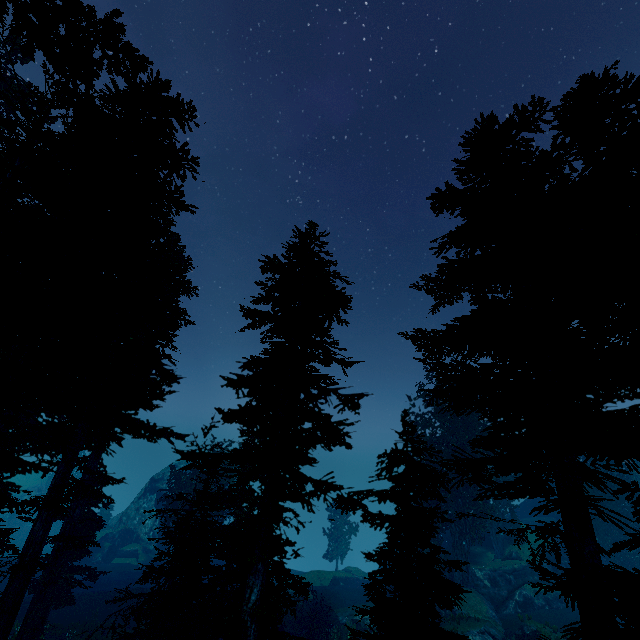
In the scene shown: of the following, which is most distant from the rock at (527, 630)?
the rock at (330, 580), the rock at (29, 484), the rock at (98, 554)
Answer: the rock at (29, 484)

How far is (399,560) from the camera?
10.0 meters

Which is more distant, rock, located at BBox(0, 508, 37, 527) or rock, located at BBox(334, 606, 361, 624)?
rock, located at BBox(0, 508, 37, 527)

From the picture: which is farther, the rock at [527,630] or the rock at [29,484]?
the rock at [29,484]

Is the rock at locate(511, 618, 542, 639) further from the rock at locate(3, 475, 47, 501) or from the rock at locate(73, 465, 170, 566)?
the rock at locate(3, 475, 47, 501)

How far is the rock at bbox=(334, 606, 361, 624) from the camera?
27.1 meters

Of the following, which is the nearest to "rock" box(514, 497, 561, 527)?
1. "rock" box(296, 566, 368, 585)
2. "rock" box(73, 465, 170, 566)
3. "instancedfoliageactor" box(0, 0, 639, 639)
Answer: "instancedfoliageactor" box(0, 0, 639, 639)

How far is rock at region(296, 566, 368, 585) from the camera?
36.00m
